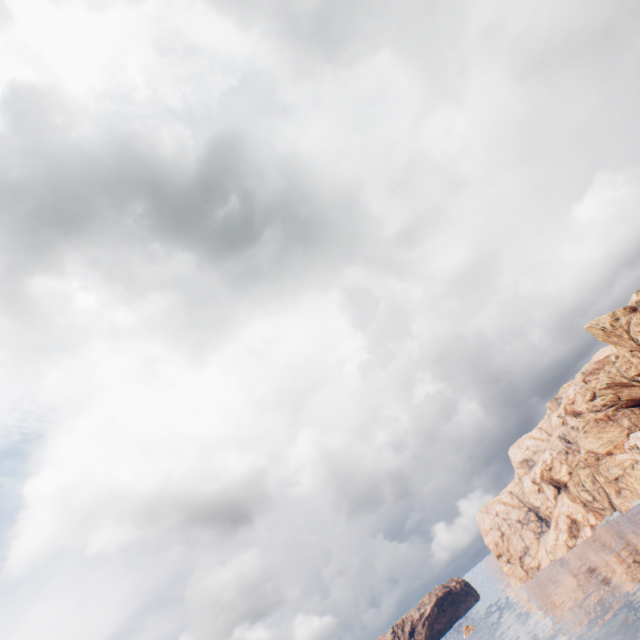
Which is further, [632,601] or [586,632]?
[586,632]
